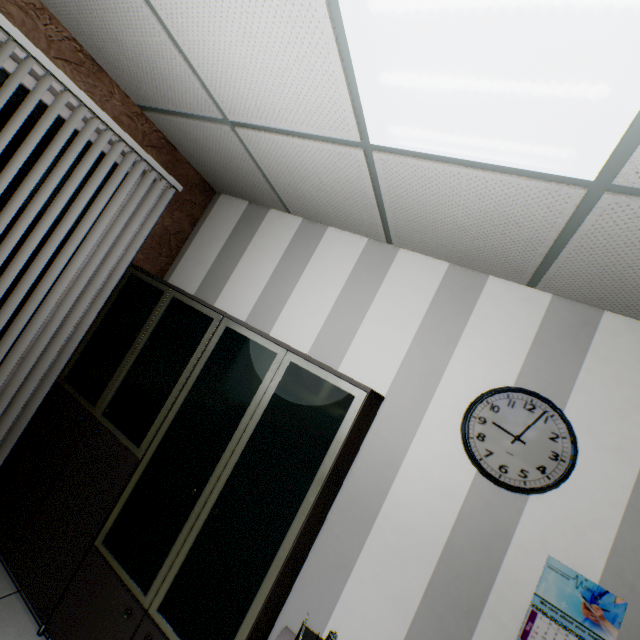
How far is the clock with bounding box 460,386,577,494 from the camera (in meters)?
1.75

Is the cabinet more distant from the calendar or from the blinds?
the calendar

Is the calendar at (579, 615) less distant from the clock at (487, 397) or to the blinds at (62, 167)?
the clock at (487, 397)

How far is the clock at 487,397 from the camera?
1.8 meters

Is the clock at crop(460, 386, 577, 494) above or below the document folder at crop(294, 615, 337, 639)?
above

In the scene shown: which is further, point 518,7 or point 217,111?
point 217,111

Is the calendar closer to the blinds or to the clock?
the clock
